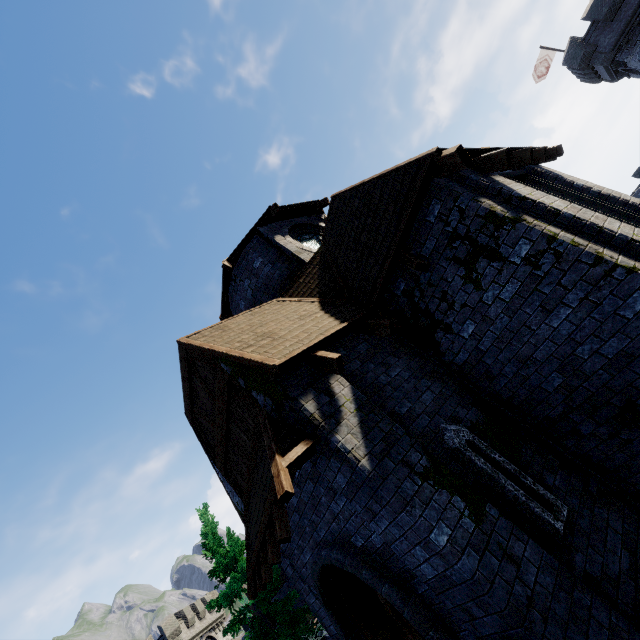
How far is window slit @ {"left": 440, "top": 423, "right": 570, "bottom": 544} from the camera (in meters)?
4.38

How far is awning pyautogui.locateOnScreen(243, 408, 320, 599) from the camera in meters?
4.3 m

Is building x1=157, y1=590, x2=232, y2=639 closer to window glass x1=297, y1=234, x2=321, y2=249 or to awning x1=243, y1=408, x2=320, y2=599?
awning x1=243, y1=408, x2=320, y2=599

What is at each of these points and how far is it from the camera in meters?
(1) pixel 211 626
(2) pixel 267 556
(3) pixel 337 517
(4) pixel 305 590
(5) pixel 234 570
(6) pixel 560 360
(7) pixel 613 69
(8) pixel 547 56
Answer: (1) building, 37.3
(2) awning, 6.4
(3) double door, 5.3
(4) building, 7.6
(5) tree, 14.5
(6) building, 4.9
(7) building, 26.5
(8) flag, 30.8

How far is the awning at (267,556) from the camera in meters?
4.3 m

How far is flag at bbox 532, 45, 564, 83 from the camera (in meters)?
30.30

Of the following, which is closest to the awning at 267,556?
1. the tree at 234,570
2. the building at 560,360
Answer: the building at 560,360

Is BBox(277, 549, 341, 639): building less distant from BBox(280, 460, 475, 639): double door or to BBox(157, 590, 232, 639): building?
BBox(280, 460, 475, 639): double door
